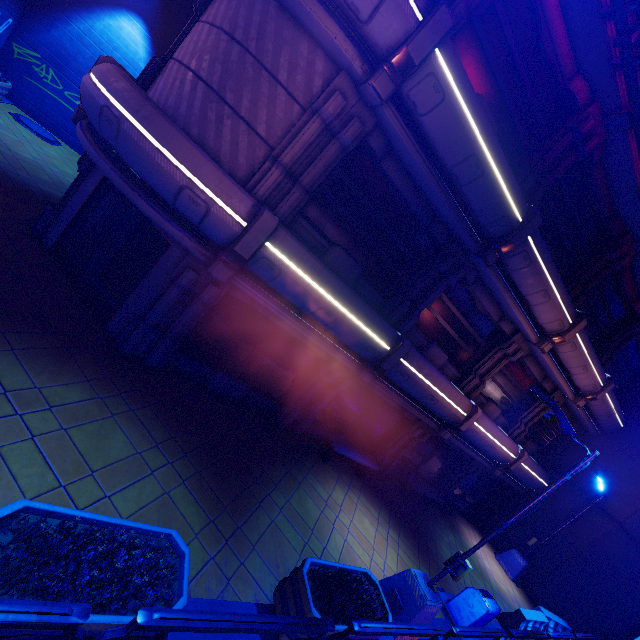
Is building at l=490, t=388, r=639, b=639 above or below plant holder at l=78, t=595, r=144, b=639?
above

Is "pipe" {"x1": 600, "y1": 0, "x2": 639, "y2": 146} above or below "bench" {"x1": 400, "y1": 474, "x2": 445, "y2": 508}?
above

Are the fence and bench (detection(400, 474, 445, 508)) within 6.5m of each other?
yes

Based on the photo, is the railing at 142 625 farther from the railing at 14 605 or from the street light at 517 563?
the street light at 517 563

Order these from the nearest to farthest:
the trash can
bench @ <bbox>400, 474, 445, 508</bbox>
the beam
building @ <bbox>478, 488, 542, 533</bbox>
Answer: the beam → the trash can → bench @ <bbox>400, 474, 445, 508</bbox> → building @ <bbox>478, 488, 542, 533</bbox>

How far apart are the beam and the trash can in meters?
6.4

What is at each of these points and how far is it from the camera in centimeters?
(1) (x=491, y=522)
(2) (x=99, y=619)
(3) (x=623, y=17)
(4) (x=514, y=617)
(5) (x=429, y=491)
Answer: (1) building, 1761cm
(2) plant holder, 313cm
(3) pipe, 623cm
(4) fence, 1073cm
(5) bench, 1357cm

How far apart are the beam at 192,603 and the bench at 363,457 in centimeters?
490cm
